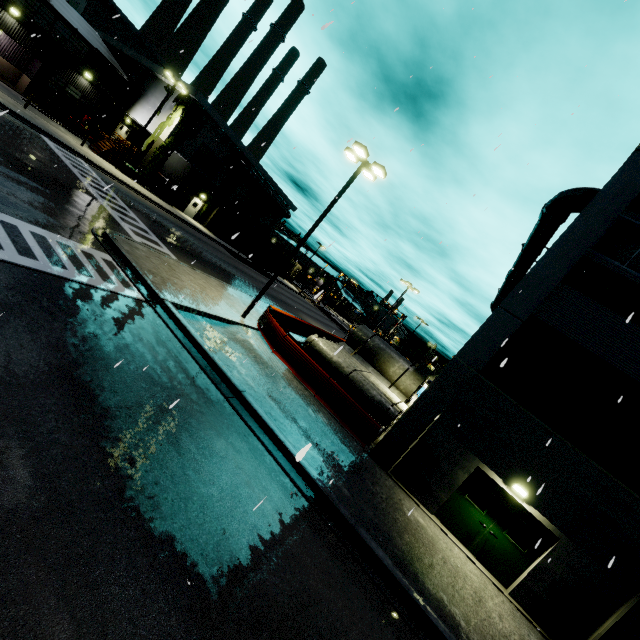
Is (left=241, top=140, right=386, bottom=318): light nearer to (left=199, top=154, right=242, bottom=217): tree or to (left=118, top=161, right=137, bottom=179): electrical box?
(left=118, top=161, right=137, bottom=179): electrical box

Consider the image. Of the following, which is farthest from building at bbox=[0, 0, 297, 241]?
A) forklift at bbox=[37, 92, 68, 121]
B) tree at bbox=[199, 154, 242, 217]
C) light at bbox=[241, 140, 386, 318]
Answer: light at bbox=[241, 140, 386, 318]

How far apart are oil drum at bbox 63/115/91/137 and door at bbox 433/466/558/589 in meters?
44.1

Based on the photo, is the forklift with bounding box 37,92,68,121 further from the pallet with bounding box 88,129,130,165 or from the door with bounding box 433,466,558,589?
the door with bounding box 433,466,558,589

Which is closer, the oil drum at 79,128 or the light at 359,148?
the light at 359,148

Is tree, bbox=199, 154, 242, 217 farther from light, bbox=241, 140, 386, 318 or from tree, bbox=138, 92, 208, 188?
light, bbox=241, 140, 386, 318

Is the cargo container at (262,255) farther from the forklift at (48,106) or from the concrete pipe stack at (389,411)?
the forklift at (48,106)

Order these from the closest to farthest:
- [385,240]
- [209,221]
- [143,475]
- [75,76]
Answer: [143,475], [385,240], [75,76], [209,221]
